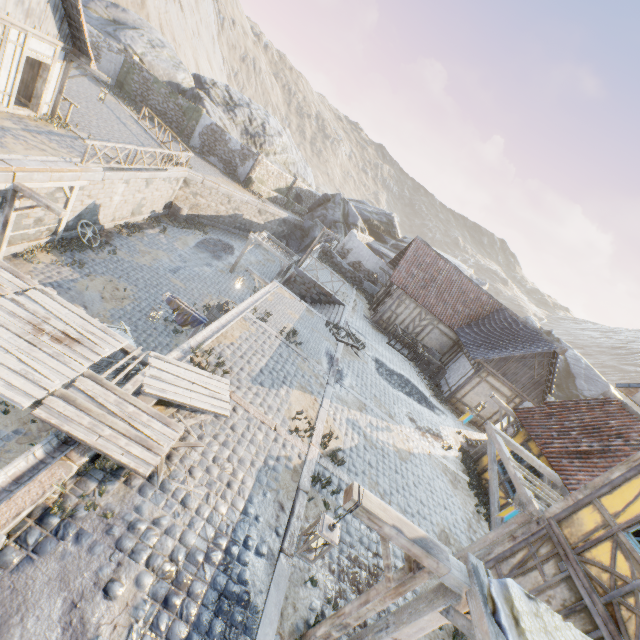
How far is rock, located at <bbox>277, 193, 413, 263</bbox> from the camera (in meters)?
33.75

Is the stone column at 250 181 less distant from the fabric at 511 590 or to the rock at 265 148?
the rock at 265 148

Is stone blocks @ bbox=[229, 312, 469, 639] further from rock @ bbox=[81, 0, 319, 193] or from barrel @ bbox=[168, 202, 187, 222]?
barrel @ bbox=[168, 202, 187, 222]

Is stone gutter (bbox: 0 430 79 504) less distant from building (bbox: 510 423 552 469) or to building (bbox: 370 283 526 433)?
building (bbox: 510 423 552 469)

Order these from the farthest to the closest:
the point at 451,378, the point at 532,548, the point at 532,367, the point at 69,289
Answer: the point at 451,378, the point at 532,367, the point at 69,289, the point at 532,548

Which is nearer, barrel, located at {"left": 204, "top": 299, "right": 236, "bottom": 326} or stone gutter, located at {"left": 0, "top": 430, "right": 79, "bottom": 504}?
stone gutter, located at {"left": 0, "top": 430, "right": 79, "bottom": 504}

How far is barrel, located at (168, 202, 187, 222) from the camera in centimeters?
2214cm

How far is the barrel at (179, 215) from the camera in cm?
2214
